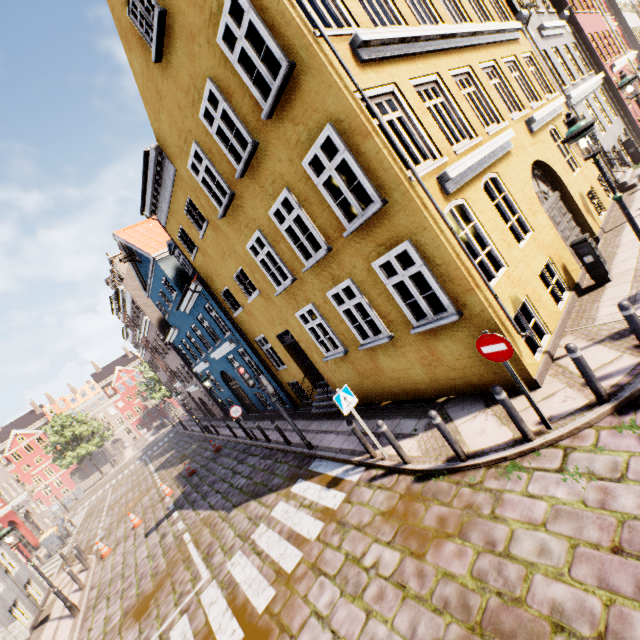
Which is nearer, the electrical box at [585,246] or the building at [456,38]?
the building at [456,38]

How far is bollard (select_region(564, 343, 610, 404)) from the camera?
4.90m

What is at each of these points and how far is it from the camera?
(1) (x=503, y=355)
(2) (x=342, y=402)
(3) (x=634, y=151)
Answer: (1) sign, 5.0m
(2) sign, 7.1m
(3) electrical box, 14.5m

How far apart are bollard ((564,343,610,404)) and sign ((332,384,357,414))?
4.03m

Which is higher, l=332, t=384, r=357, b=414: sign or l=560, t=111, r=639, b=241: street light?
l=560, t=111, r=639, b=241: street light

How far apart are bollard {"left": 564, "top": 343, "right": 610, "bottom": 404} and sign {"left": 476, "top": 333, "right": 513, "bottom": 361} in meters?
0.9

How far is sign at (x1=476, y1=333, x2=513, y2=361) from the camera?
4.9 meters

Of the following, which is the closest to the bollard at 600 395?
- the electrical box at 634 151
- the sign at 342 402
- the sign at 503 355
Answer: the sign at 503 355
